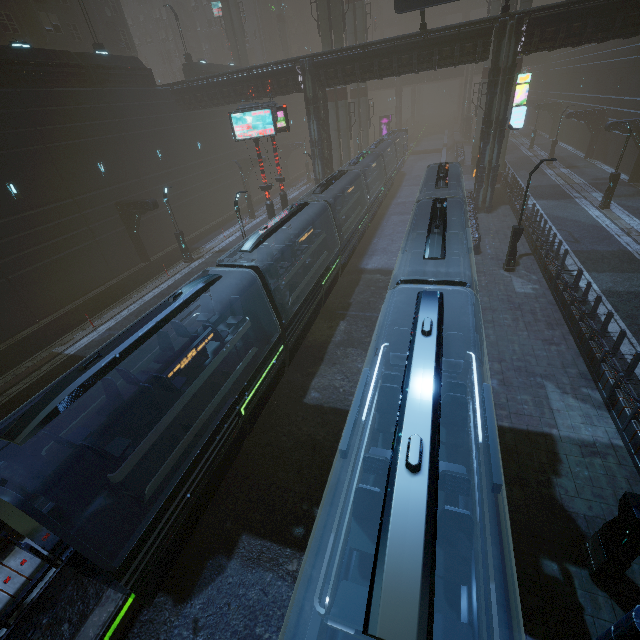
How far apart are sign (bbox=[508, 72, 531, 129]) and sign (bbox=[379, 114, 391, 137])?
39.8m

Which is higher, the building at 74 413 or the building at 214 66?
the building at 214 66

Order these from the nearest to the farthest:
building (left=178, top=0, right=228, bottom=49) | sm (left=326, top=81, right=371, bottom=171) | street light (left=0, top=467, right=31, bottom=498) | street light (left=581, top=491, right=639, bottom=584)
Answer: street light (left=581, top=491, right=639, bottom=584) < street light (left=0, top=467, right=31, bottom=498) < sm (left=326, top=81, right=371, bottom=171) < building (left=178, top=0, right=228, bottom=49)

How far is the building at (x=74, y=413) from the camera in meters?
11.7 m

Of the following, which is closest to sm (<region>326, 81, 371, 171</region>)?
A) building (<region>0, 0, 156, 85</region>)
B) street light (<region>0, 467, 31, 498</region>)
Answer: building (<region>0, 0, 156, 85</region>)

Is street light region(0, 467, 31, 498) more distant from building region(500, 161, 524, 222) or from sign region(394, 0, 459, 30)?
sign region(394, 0, 459, 30)

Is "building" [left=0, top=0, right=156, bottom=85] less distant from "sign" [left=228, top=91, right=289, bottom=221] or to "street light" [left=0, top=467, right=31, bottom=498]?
"street light" [left=0, top=467, right=31, bottom=498]

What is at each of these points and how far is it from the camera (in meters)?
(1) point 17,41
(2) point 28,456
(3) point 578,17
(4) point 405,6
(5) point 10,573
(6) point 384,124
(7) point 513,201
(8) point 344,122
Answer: (1) building, 19.67
(2) building, 8.69
(3) building, 18.58
(4) sign, 18.88
(5) building, 7.85
(6) sign, 57.16
(7) building, 25.88
(8) sm, 34.25
